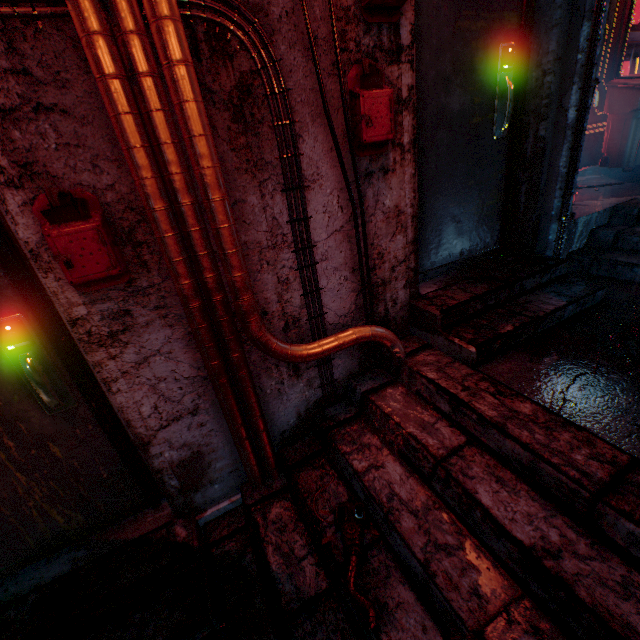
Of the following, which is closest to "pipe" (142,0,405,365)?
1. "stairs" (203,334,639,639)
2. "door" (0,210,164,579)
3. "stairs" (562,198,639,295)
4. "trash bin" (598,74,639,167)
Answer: "stairs" (203,334,639,639)

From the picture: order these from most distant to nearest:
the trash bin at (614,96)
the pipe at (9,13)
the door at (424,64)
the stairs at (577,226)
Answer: the trash bin at (614,96) → the stairs at (577,226) → the door at (424,64) → the pipe at (9,13)

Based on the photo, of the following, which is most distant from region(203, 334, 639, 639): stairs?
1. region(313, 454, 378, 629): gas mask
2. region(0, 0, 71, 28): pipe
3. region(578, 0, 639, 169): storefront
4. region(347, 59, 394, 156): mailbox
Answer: region(578, 0, 639, 169): storefront

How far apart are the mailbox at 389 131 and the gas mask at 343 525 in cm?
165

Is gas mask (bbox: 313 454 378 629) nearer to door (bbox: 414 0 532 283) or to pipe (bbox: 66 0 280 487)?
pipe (bbox: 66 0 280 487)

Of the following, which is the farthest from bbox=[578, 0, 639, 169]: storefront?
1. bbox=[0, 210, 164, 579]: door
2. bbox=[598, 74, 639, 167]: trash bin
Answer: bbox=[0, 210, 164, 579]: door

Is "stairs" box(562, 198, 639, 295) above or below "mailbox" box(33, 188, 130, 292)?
below

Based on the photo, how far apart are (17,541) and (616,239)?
4.3 meters
